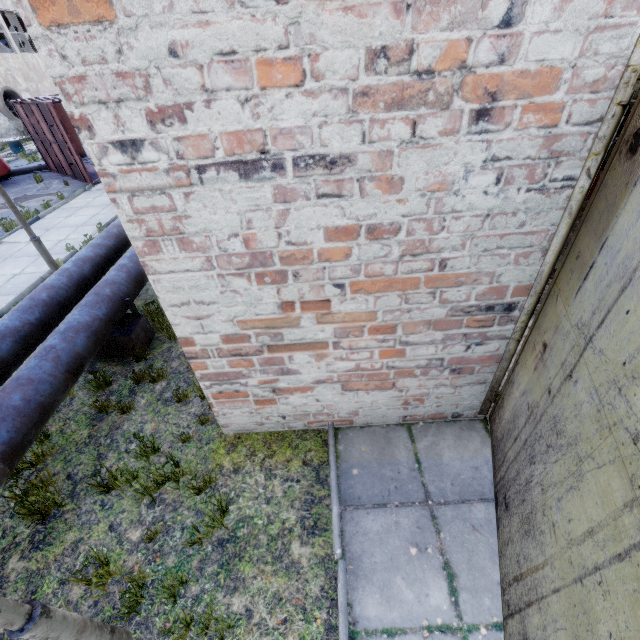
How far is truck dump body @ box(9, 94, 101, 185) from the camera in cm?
1305

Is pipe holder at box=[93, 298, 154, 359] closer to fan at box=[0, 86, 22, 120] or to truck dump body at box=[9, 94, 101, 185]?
truck dump body at box=[9, 94, 101, 185]

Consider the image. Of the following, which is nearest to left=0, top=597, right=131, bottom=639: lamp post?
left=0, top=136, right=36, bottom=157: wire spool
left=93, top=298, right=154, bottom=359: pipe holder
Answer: left=93, top=298, right=154, bottom=359: pipe holder

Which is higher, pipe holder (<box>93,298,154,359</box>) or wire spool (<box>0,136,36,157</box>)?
wire spool (<box>0,136,36,157</box>)

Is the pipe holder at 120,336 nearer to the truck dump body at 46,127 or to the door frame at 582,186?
the door frame at 582,186

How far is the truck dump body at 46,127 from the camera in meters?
13.1 m

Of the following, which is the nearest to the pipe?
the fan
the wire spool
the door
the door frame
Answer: the door

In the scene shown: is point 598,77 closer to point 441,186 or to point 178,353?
point 441,186
